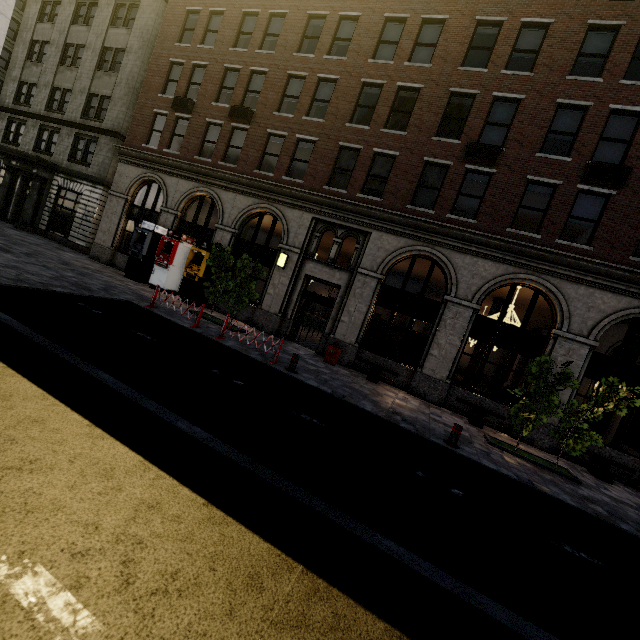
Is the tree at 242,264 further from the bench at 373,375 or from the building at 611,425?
the bench at 373,375

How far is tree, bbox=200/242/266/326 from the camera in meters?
12.8

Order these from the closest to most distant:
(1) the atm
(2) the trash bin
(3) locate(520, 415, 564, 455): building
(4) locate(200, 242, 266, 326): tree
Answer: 1. (3) locate(520, 415, 564, 455): building
2. (4) locate(200, 242, 266, 326): tree
3. (2) the trash bin
4. (1) the atm

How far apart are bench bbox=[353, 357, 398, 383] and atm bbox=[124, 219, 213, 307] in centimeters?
1040cm

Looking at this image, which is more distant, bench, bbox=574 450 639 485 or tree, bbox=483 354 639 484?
bench, bbox=574 450 639 485

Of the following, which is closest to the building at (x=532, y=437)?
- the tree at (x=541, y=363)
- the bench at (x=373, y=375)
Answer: the bench at (x=373, y=375)

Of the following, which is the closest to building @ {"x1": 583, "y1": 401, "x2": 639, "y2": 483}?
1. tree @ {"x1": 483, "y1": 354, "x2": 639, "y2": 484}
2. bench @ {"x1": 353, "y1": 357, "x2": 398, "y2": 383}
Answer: bench @ {"x1": 353, "y1": 357, "x2": 398, "y2": 383}

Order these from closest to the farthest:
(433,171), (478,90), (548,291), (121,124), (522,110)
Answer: (548,291) → (522,110) → (478,90) → (433,171) → (121,124)
